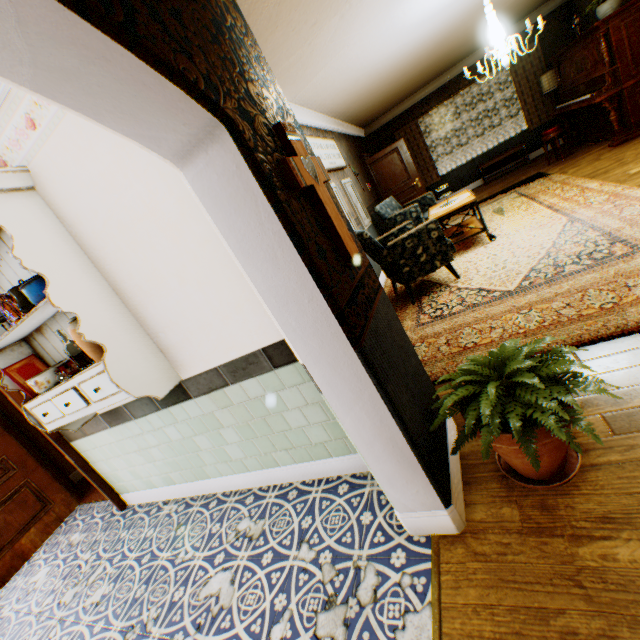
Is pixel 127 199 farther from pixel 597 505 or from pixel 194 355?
pixel 597 505

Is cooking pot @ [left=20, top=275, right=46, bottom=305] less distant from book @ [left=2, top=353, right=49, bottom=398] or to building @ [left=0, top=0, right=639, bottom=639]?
building @ [left=0, top=0, right=639, bottom=639]

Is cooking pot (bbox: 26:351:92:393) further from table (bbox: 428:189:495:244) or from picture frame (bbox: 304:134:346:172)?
table (bbox: 428:189:495:244)

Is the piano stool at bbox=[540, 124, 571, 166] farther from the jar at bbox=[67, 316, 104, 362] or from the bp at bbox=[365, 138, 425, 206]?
the jar at bbox=[67, 316, 104, 362]

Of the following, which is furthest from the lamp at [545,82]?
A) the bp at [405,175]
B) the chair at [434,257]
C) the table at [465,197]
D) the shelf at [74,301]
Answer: the shelf at [74,301]

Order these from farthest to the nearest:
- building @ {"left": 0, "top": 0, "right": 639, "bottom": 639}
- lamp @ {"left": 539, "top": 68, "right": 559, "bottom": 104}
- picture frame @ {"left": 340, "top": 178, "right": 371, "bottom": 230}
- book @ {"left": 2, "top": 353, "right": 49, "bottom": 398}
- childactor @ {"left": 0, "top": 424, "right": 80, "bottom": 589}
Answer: lamp @ {"left": 539, "top": 68, "right": 559, "bottom": 104}
picture frame @ {"left": 340, "top": 178, "right": 371, "bottom": 230}
childactor @ {"left": 0, "top": 424, "right": 80, "bottom": 589}
book @ {"left": 2, "top": 353, "right": 49, "bottom": 398}
building @ {"left": 0, "top": 0, "right": 639, "bottom": 639}

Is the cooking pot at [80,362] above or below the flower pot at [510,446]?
above

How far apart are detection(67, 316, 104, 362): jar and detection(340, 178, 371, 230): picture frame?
4.9m
